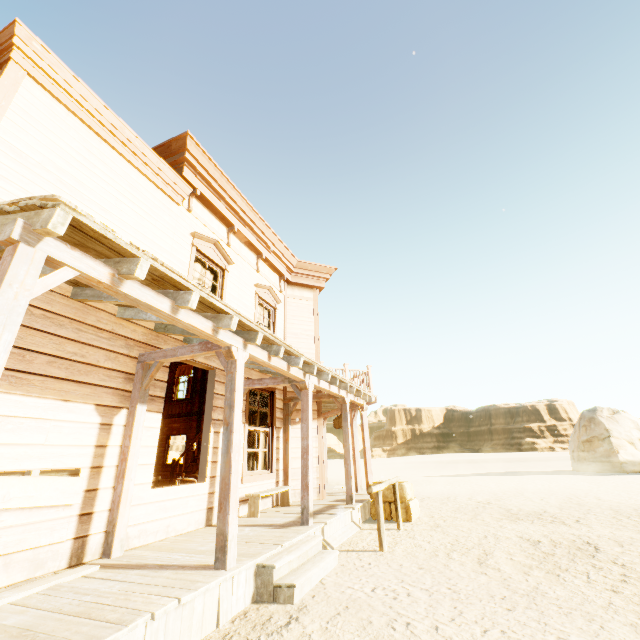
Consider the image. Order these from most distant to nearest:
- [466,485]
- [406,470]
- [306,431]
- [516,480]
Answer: [406,470]
[516,480]
[466,485]
[306,431]

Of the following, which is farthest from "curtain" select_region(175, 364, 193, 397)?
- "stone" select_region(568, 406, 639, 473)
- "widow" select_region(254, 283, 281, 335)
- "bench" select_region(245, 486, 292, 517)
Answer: "stone" select_region(568, 406, 639, 473)

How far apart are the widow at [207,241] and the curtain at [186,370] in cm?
867

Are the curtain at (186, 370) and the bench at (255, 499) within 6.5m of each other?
no

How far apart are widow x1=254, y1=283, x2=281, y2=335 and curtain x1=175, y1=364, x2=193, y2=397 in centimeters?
715cm

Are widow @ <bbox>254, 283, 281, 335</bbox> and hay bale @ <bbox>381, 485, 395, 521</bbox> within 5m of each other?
yes

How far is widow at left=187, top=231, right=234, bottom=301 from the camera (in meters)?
7.01

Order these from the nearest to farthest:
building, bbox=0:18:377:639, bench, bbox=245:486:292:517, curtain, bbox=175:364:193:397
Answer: building, bbox=0:18:377:639 < bench, bbox=245:486:292:517 < curtain, bbox=175:364:193:397
